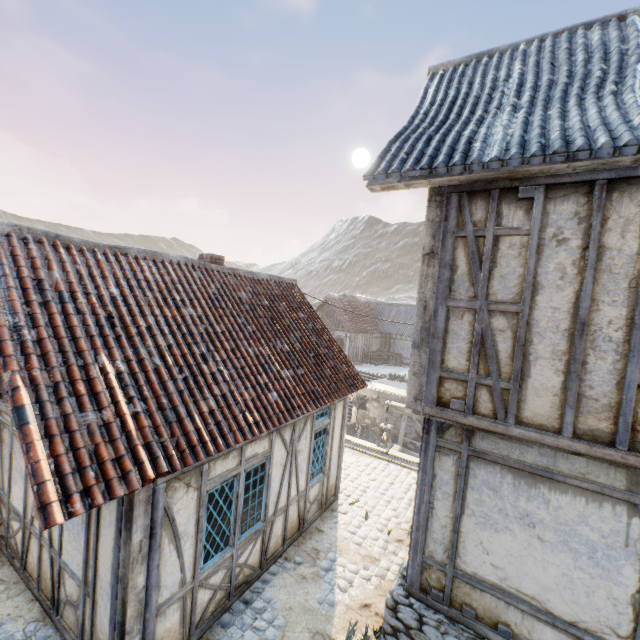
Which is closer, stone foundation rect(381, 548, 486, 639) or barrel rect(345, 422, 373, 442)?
stone foundation rect(381, 548, 486, 639)

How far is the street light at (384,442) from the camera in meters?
7.9

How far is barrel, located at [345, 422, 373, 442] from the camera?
19.8 meters

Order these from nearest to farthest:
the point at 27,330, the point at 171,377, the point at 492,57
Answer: the point at 27,330, the point at 171,377, the point at 492,57

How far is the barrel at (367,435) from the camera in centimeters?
1975cm

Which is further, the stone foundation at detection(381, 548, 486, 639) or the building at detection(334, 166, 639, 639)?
the stone foundation at detection(381, 548, 486, 639)

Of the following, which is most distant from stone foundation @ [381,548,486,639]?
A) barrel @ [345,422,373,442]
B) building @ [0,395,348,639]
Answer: barrel @ [345,422,373,442]

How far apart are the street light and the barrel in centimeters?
1213cm
